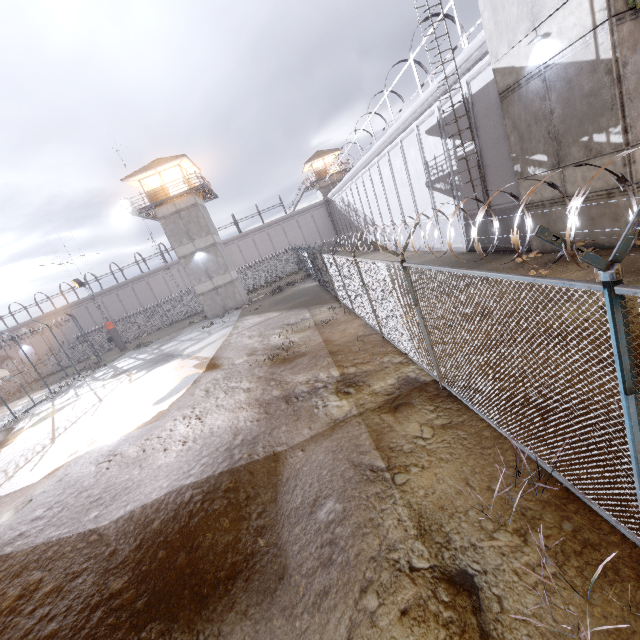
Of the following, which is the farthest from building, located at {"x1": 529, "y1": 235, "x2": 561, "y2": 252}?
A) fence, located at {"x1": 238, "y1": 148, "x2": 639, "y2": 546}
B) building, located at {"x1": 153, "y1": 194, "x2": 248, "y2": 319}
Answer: building, located at {"x1": 153, "y1": 194, "x2": 248, "y2": 319}

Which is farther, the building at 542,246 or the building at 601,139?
the building at 542,246

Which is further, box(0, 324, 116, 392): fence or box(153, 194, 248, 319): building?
box(153, 194, 248, 319): building

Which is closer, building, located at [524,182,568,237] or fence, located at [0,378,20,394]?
building, located at [524,182,568,237]

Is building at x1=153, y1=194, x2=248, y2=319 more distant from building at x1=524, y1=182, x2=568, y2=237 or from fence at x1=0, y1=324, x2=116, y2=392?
building at x1=524, y1=182, x2=568, y2=237

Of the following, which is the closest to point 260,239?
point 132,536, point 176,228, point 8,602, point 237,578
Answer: point 176,228

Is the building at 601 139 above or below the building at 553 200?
above

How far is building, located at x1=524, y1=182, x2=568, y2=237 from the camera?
10.9m
